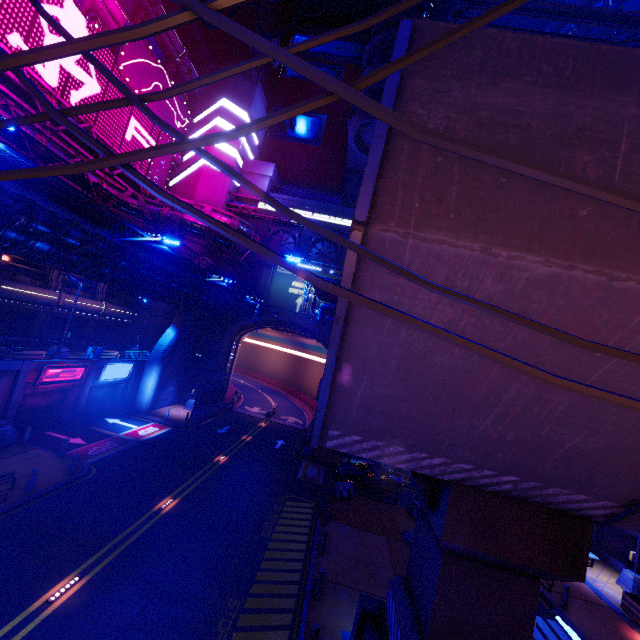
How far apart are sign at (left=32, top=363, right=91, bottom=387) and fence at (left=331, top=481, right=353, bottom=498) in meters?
19.6 m

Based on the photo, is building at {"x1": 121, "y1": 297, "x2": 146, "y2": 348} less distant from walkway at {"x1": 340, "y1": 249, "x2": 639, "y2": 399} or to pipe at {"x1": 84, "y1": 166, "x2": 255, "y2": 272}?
pipe at {"x1": 84, "y1": 166, "x2": 255, "y2": 272}

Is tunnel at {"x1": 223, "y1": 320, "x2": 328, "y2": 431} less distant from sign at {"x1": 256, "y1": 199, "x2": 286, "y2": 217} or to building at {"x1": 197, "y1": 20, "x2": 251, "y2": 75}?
building at {"x1": 197, "y1": 20, "x2": 251, "y2": 75}

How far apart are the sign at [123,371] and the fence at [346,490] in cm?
1964

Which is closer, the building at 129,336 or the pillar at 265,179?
the building at 129,336

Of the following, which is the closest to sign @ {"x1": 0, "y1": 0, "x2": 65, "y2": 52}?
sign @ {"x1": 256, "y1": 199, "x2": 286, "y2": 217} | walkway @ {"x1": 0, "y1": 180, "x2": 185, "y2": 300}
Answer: sign @ {"x1": 256, "y1": 199, "x2": 286, "y2": 217}

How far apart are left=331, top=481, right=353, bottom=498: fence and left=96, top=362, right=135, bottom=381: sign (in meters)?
19.64

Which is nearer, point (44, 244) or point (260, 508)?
point (44, 244)
